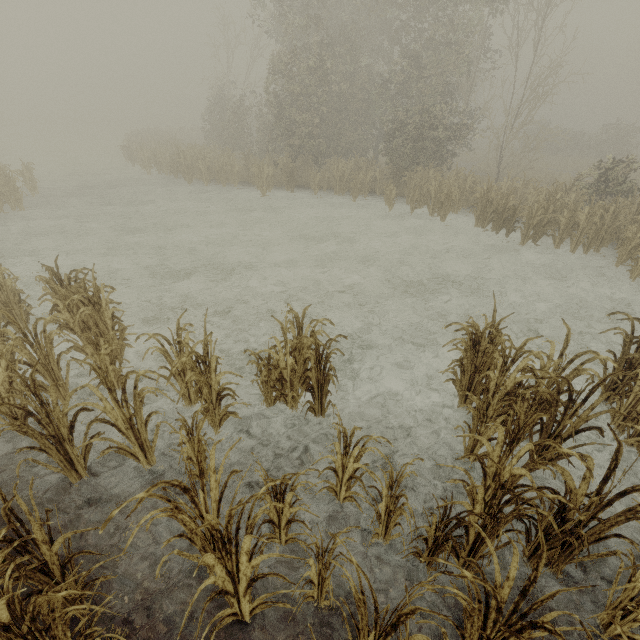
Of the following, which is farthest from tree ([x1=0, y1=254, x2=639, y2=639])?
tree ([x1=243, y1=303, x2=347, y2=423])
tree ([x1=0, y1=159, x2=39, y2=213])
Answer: tree ([x1=0, y1=159, x2=39, y2=213])

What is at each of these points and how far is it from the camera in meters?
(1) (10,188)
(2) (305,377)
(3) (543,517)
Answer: (1) tree, 14.1 m
(2) tree, 5.4 m
(3) tree, 3.3 m

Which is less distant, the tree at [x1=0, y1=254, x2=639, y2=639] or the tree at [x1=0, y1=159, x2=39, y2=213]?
the tree at [x1=0, y1=254, x2=639, y2=639]

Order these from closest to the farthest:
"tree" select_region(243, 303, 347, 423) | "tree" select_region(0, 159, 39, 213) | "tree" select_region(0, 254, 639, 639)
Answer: "tree" select_region(0, 254, 639, 639)
"tree" select_region(243, 303, 347, 423)
"tree" select_region(0, 159, 39, 213)

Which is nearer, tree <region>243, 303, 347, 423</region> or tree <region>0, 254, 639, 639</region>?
tree <region>0, 254, 639, 639</region>

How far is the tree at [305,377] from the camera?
4.46m

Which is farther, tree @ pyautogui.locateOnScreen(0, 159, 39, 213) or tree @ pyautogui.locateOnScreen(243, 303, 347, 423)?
tree @ pyautogui.locateOnScreen(0, 159, 39, 213)

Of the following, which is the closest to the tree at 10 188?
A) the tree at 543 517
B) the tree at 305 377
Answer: the tree at 305 377
